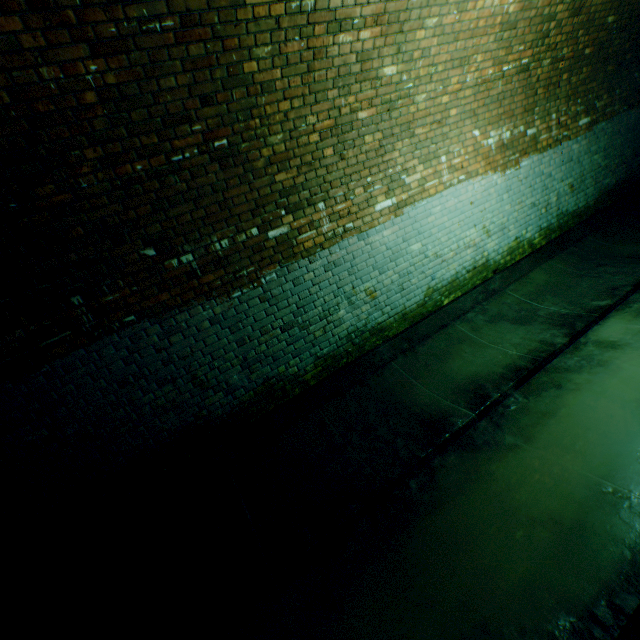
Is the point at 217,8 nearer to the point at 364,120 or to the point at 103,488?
the point at 364,120
